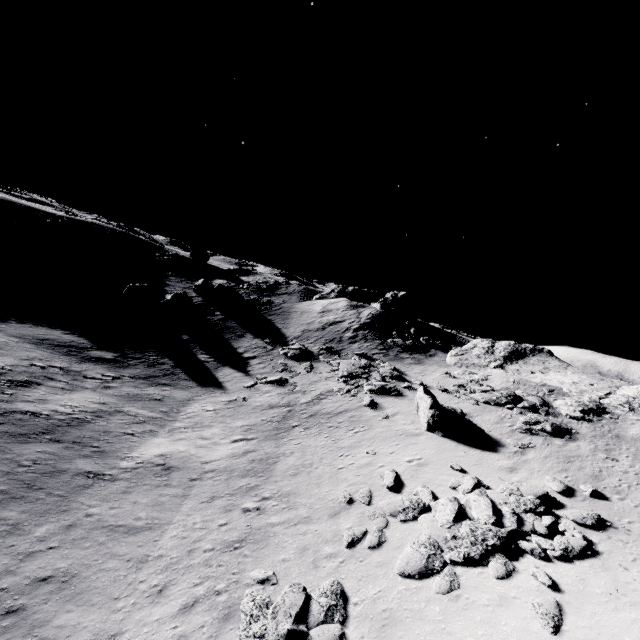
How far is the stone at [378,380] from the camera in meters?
24.2 m

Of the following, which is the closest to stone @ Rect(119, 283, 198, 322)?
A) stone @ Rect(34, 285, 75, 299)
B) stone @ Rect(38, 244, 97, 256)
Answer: stone @ Rect(34, 285, 75, 299)

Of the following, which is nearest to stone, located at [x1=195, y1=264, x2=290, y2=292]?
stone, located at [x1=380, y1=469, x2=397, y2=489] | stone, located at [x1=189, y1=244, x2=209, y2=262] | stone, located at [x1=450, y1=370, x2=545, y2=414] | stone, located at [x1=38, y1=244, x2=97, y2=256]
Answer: stone, located at [x1=189, y1=244, x2=209, y2=262]

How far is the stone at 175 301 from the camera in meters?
34.9 m

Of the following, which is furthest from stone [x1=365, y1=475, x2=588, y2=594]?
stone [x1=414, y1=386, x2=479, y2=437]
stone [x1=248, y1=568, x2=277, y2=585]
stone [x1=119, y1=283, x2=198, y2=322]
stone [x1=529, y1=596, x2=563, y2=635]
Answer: stone [x1=119, y1=283, x2=198, y2=322]

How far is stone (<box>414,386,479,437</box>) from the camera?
18.1m

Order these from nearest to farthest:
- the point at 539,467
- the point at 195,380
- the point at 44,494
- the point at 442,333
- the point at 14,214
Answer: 1. the point at 44,494
2. the point at 539,467
3. the point at 195,380
4. the point at 442,333
5. the point at 14,214

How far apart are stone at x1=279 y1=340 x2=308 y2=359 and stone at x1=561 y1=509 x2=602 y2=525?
21.7 meters
